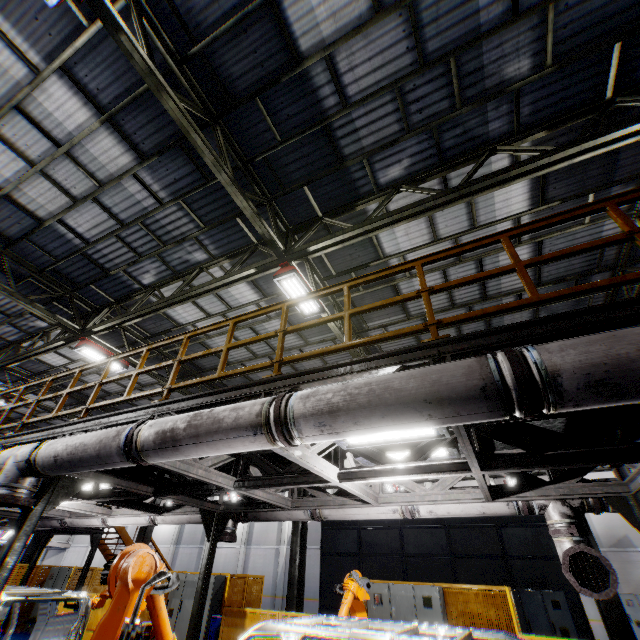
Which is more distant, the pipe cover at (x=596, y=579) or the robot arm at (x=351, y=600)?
the robot arm at (x=351, y=600)

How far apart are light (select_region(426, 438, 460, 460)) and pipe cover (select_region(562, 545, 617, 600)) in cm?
188

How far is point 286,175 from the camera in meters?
7.1 m

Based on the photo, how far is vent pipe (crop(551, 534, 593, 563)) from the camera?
4.88m

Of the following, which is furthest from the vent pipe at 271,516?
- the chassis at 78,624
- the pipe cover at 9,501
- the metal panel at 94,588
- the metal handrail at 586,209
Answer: the pipe cover at 9,501

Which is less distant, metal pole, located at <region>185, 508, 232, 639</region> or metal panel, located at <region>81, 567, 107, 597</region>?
metal pole, located at <region>185, 508, 232, 639</region>

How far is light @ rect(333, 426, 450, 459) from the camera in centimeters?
436cm
